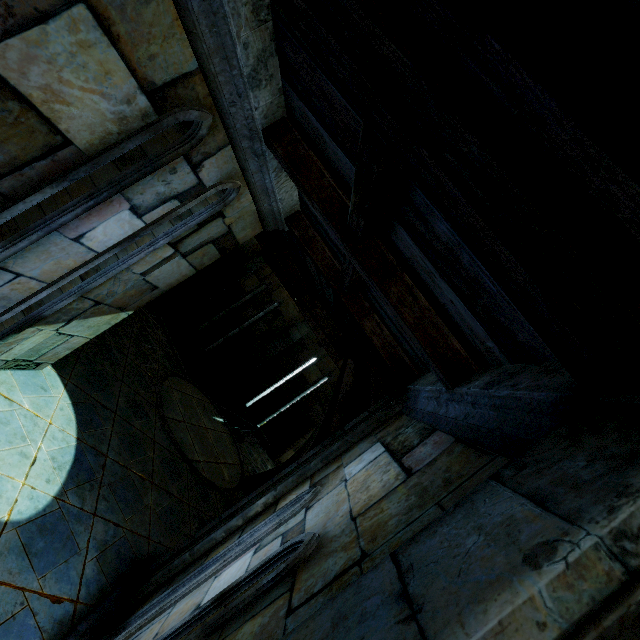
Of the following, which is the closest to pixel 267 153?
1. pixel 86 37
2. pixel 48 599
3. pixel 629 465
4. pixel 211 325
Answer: pixel 86 37
